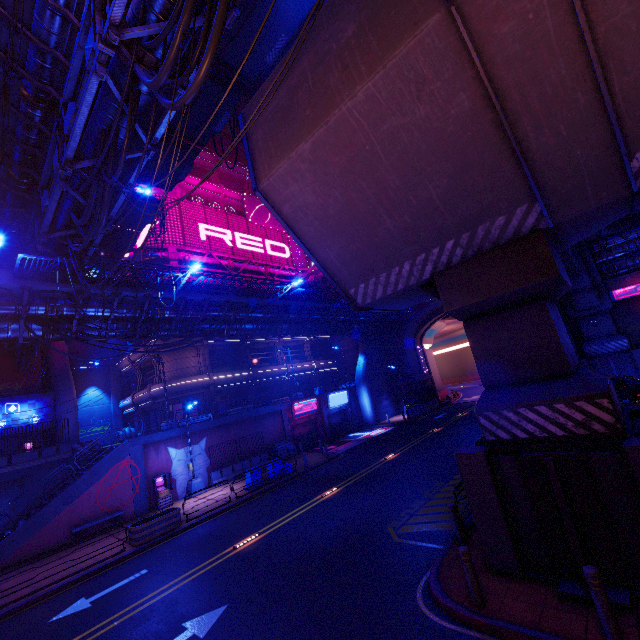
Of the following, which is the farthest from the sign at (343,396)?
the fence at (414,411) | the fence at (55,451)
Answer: the fence at (55,451)

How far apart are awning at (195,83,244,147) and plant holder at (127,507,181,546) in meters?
18.5

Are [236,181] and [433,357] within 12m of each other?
no

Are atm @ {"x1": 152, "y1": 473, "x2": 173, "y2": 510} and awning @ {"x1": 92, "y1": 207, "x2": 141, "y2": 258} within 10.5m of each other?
no

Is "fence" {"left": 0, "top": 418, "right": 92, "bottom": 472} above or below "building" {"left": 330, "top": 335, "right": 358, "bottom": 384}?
below

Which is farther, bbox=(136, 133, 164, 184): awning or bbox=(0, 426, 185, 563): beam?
bbox=(136, 133, 164, 184): awning

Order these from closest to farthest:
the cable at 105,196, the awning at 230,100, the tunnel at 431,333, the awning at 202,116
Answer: the cable at 105,196
the awning at 202,116
the awning at 230,100
the tunnel at 431,333

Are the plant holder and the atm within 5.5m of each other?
yes
